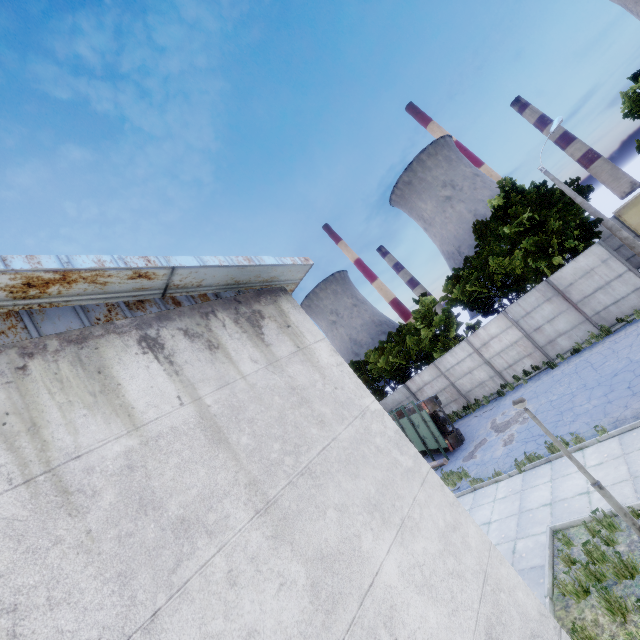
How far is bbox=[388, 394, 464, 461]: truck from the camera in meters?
16.5

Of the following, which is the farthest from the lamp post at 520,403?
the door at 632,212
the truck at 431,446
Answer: the door at 632,212

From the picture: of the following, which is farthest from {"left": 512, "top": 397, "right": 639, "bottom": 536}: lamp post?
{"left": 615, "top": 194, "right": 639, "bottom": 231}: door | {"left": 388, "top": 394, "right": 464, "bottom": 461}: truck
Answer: {"left": 615, "top": 194, "right": 639, "bottom": 231}: door

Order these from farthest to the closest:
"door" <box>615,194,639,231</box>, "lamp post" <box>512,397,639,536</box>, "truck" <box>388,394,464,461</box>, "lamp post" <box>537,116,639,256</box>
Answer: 1. "door" <box>615,194,639,231</box>
2. "lamp post" <box>537,116,639,256</box>
3. "truck" <box>388,394,464,461</box>
4. "lamp post" <box>512,397,639,536</box>

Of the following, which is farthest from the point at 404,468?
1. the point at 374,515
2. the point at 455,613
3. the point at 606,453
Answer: the point at 606,453

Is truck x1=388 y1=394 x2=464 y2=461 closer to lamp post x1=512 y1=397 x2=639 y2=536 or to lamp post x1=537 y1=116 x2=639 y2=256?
lamp post x1=512 y1=397 x2=639 y2=536

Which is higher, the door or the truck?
the door

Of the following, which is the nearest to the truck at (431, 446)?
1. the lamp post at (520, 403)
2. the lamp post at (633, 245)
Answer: the lamp post at (520, 403)
